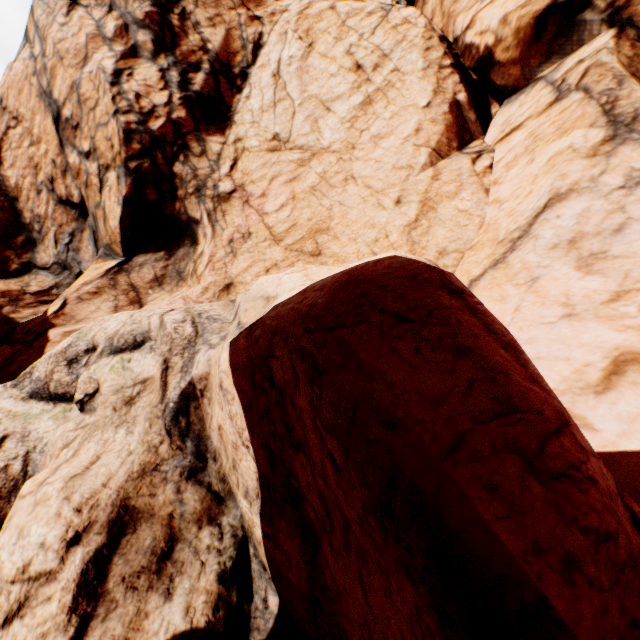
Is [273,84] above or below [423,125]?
above
